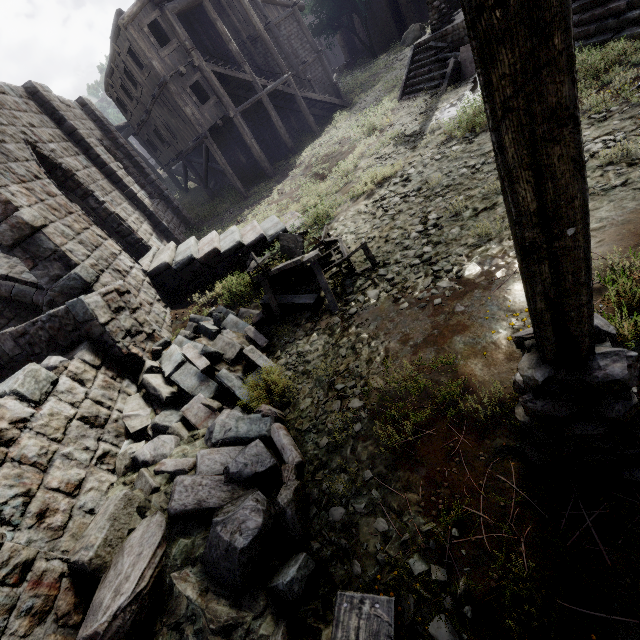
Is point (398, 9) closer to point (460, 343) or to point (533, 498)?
point (460, 343)

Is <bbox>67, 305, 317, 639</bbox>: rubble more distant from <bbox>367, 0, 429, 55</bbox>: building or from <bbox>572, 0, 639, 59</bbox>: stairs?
<bbox>572, 0, 639, 59</bbox>: stairs

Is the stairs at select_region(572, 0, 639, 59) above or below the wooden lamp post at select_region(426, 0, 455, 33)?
below

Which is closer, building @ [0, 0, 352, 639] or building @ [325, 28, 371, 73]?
building @ [0, 0, 352, 639]

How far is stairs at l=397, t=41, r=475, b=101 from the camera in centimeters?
1236cm

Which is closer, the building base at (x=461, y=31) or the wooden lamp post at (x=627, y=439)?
the wooden lamp post at (x=627, y=439)

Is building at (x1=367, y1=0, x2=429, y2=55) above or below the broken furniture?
above

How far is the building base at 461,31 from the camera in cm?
1235
